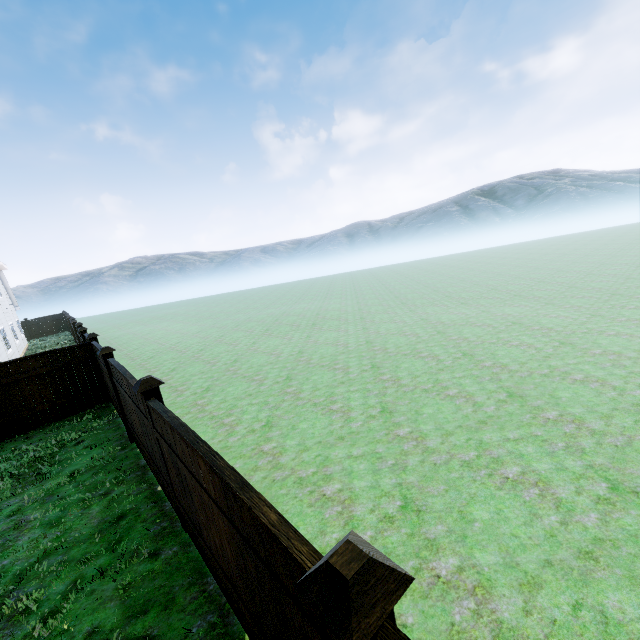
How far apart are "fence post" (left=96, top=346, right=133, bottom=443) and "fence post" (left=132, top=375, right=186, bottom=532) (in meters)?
3.35

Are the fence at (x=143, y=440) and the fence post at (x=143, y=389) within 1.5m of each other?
yes

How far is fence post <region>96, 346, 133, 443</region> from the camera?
6.8 meters

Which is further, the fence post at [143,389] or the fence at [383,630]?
the fence post at [143,389]

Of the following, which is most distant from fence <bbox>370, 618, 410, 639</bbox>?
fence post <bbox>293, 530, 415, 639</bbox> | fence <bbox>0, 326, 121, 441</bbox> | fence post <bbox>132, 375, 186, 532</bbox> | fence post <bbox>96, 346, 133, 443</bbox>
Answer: fence post <bbox>96, 346, 133, 443</bbox>

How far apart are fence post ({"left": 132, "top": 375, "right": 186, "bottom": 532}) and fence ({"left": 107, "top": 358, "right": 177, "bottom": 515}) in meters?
0.0

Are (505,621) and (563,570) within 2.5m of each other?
yes

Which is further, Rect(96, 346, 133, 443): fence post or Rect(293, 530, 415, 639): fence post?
Rect(96, 346, 133, 443): fence post
